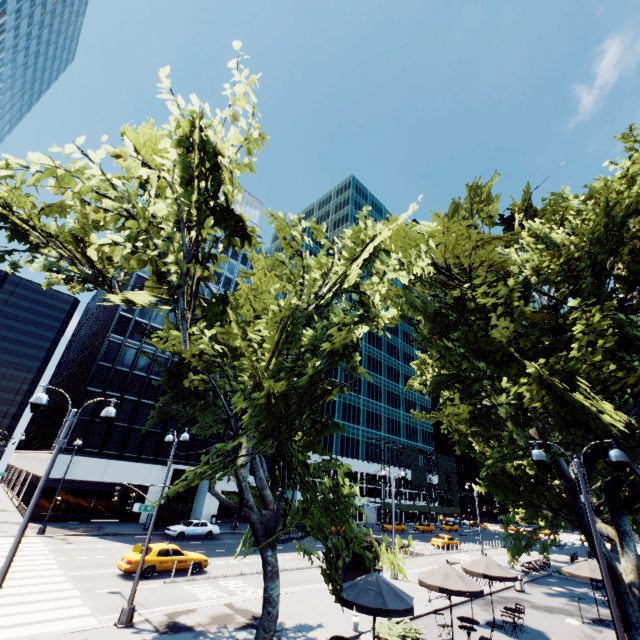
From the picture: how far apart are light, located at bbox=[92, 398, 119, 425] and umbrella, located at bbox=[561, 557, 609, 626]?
26.9 meters

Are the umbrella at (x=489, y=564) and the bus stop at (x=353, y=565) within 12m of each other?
yes

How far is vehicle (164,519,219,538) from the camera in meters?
30.5

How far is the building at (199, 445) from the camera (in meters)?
41.72

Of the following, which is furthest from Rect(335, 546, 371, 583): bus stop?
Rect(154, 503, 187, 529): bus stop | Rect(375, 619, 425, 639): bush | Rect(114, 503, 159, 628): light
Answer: Rect(154, 503, 187, 529): bus stop

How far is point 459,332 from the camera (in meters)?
11.41

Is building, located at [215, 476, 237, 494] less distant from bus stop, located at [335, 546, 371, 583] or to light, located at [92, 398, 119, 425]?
bus stop, located at [335, 546, 371, 583]

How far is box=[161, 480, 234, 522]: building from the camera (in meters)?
41.47
